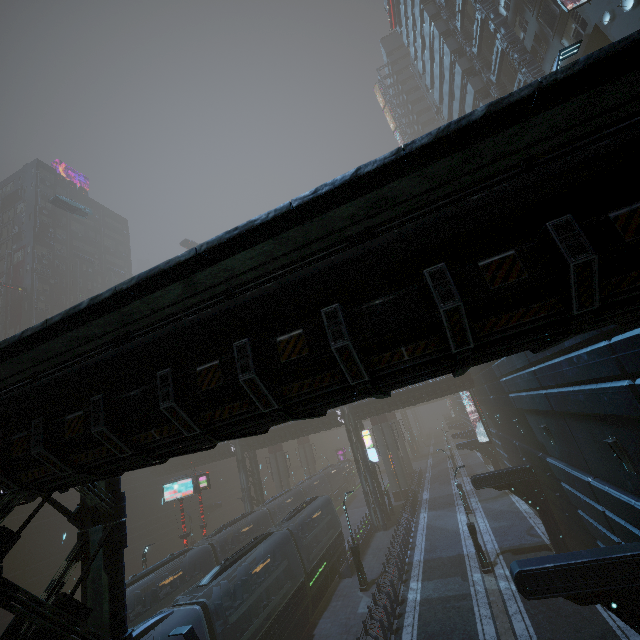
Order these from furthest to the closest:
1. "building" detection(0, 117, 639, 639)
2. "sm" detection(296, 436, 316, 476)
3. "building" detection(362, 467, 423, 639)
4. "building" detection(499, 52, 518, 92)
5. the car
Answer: "sm" detection(296, 436, 316, 476) < the car < "building" detection(499, 52, 518, 92) < "building" detection(362, 467, 423, 639) < "building" detection(0, 117, 639, 639)

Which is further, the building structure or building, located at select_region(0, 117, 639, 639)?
the building structure

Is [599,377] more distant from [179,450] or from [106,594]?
[106,594]

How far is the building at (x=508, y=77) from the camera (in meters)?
28.92

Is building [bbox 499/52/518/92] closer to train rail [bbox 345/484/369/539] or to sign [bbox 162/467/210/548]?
train rail [bbox 345/484/369/539]

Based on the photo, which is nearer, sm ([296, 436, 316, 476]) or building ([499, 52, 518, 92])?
building ([499, 52, 518, 92])

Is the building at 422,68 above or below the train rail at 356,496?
above

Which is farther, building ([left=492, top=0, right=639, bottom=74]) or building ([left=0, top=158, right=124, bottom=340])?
building ([left=0, top=158, right=124, bottom=340])
